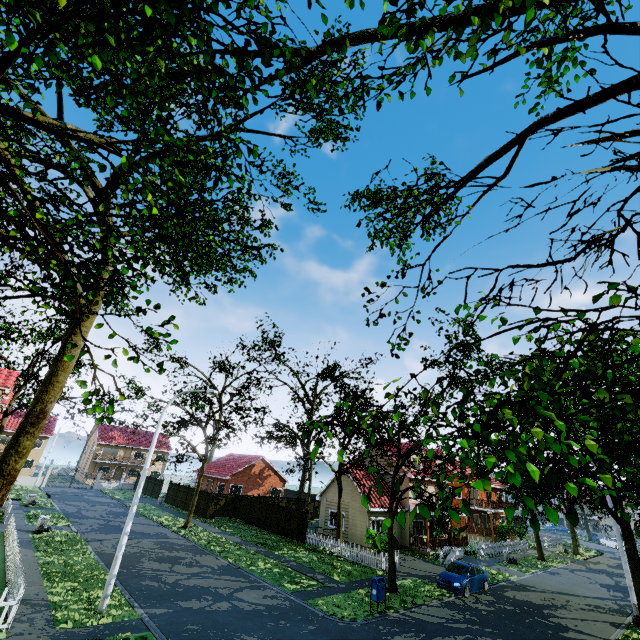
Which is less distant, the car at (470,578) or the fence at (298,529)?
the car at (470,578)

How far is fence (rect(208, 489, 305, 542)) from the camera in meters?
28.2

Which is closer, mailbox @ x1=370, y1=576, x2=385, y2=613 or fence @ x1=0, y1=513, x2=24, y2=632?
fence @ x1=0, y1=513, x2=24, y2=632

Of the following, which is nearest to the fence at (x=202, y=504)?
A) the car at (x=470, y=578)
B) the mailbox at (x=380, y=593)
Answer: the car at (x=470, y=578)

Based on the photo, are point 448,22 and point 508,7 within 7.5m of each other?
yes

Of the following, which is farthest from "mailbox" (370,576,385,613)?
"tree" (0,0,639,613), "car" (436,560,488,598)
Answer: "car" (436,560,488,598)

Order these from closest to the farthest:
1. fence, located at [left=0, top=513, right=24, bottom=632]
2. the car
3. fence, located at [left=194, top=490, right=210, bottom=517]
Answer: fence, located at [left=0, top=513, right=24, bottom=632], the car, fence, located at [left=194, top=490, right=210, bottom=517]

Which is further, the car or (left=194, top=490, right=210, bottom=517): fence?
(left=194, top=490, right=210, bottom=517): fence
